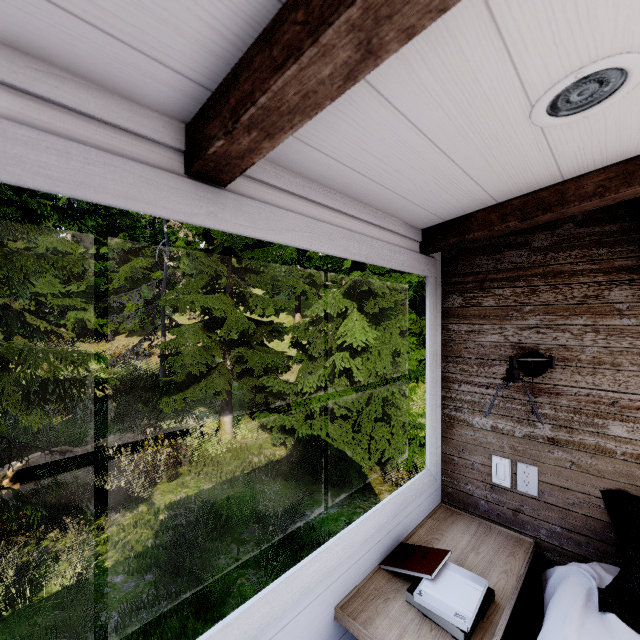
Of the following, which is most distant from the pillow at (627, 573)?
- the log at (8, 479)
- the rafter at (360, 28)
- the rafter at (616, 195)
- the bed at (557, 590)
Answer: the log at (8, 479)

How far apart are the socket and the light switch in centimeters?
9cm

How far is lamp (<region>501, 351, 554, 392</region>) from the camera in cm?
122

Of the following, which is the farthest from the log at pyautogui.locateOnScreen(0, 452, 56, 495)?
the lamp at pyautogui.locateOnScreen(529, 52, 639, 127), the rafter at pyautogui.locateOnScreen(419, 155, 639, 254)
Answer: the lamp at pyautogui.locateOnScreen(529, 52, 639, 127)

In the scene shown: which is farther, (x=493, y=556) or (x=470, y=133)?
(x=493, y=556)

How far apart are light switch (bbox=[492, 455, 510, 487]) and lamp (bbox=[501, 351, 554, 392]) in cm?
46

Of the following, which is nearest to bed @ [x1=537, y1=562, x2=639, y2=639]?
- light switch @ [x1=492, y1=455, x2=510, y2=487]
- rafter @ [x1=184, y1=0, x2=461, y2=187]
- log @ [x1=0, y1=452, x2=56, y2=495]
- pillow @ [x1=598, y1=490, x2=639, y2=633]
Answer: pillow @ [x1=598, y1=490, x2=639, y2=633]

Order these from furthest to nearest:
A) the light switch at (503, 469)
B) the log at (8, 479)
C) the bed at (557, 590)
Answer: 1. the log at (8, 479)
2. the light switch at (503, 469)
3. the bed at (557, 590)
